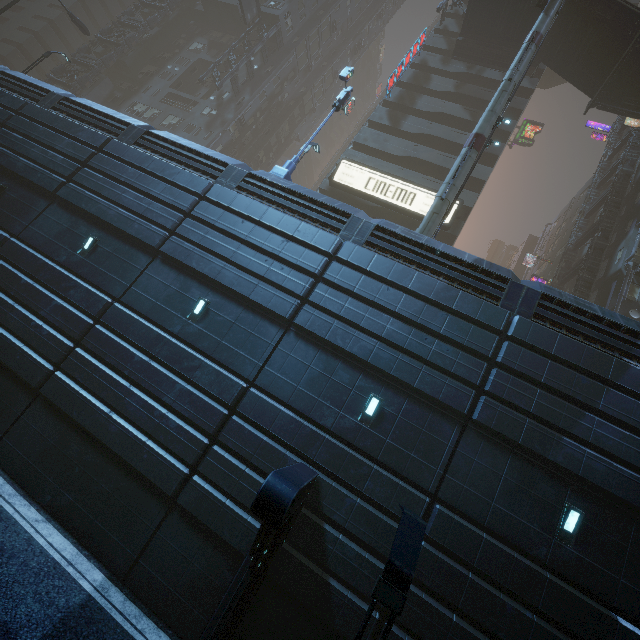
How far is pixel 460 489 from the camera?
8.4m

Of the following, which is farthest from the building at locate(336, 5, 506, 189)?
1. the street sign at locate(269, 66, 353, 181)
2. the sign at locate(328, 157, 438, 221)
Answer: the street sign at locate(269, 66, 353, 181)

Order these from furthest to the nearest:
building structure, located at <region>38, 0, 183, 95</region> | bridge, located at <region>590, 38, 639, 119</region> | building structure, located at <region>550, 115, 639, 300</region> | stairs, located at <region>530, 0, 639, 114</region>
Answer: building structure, located at <region>38, 0, 183, 95</region>
building structure, located at <region>550, 115, 639, 300</region>
bridge, located at <region>590, 38, 639, 119</region>
stairs, located at <region>530, 0, 639, 114</region>

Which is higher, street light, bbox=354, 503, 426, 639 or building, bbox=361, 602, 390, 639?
street light, bbox=354, 503, 426, 639

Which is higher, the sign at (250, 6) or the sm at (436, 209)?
the sign at (250, 6)

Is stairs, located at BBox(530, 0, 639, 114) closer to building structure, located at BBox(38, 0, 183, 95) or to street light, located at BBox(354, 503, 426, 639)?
street light, located at BBox(354, 503, 426, 639)

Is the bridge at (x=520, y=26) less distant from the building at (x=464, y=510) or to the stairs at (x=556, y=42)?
the stairs at (x=556, y=42)
